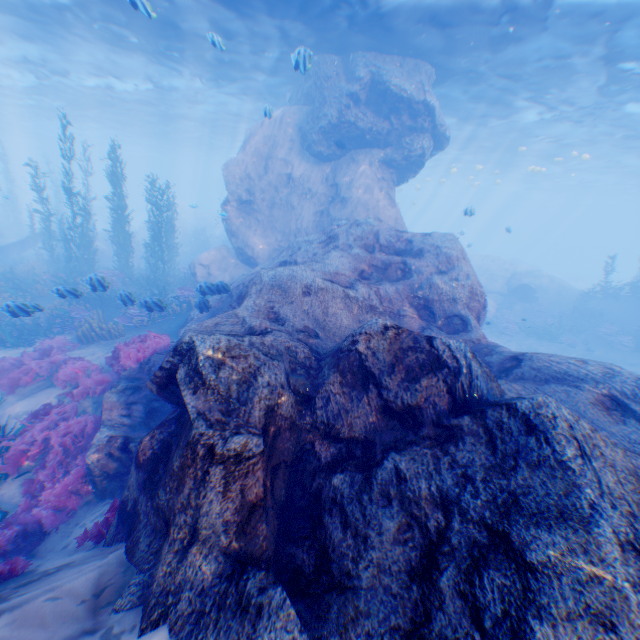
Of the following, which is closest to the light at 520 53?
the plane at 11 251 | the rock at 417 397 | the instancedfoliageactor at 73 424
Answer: the rock at 417 397

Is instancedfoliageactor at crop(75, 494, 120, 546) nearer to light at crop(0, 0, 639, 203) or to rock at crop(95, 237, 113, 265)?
rock at crop(95, 237, 113, 265)

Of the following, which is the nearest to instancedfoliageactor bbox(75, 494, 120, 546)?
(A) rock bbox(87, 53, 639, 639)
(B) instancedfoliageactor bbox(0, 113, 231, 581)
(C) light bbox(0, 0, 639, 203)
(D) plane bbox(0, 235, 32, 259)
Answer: (A) rock bbox(87, 53, 639, 639)

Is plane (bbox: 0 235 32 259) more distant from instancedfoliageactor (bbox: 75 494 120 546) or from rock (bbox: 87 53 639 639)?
instancedfoliageactor (bbox: 75 494 120 546)

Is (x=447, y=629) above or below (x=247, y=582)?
above

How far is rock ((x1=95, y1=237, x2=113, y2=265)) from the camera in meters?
24.3

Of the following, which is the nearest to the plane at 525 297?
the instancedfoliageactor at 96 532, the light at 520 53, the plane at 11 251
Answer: the light at 520 53

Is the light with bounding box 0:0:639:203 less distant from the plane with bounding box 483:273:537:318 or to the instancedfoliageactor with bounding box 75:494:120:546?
the plane with bounding box 483:273:537:318
